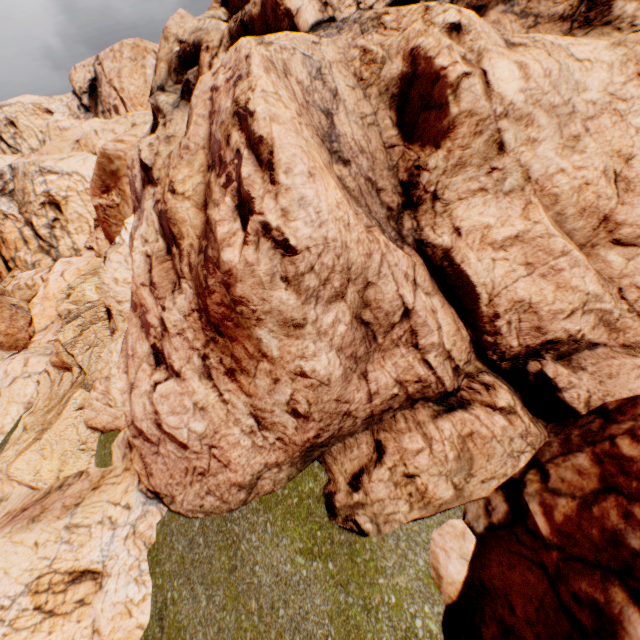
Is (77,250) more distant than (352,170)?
Yes
